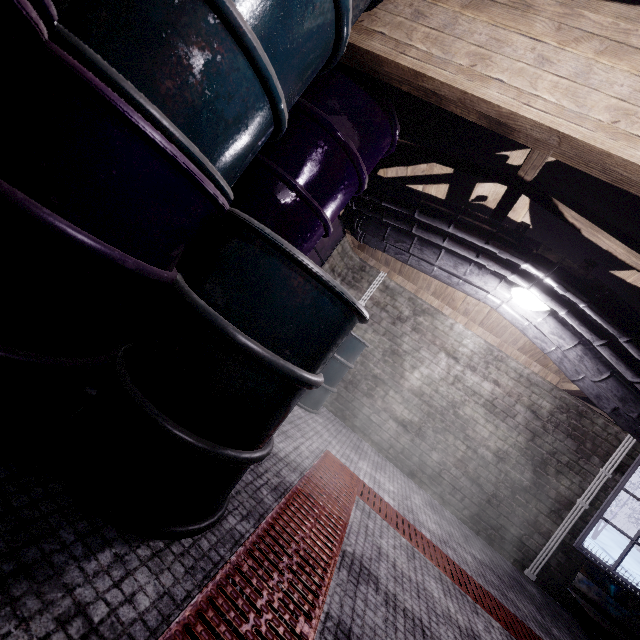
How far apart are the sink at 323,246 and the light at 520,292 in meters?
1.8

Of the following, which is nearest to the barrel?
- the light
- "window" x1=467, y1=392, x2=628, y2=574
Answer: the light

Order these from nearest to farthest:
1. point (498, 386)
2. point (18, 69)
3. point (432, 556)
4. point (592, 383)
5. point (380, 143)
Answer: point (18, 69)
point (380, 143)
point (432, 556)
point (592, 383)
point (498, 386)

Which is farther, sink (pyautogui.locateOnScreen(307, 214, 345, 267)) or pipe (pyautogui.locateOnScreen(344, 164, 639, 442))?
sink (pyautogui.locateOnScreen(307, 214, 345, 267))

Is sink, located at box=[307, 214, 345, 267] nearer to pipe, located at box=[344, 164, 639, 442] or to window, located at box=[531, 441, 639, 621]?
pipe, located at box=[344, 164, 639, 442]

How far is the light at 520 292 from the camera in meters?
2.6 m

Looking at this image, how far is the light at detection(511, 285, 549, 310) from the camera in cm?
262

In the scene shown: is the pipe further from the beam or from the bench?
the bench
